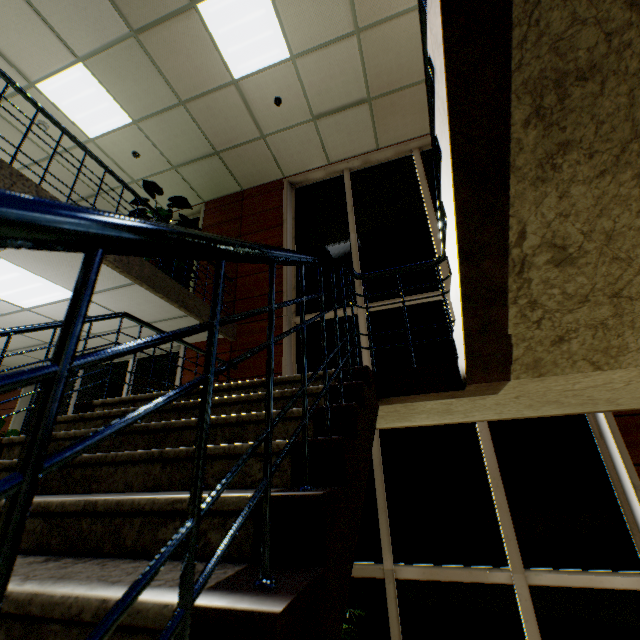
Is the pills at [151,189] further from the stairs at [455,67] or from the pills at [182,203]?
the stairs at [455,67]

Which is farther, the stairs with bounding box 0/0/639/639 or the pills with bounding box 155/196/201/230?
Answer: the pills with bounding box 155/196/201/230

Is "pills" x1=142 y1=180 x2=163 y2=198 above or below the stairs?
above

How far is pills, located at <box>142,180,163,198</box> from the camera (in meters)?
6.00

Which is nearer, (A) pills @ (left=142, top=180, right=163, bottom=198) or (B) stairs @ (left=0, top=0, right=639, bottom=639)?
(B) stairs @ (left=0, top=0, right=639, bottom=639)

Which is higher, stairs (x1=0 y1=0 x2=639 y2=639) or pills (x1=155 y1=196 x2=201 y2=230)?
pills (x1=155 y1=196 x2=201 y2=230)

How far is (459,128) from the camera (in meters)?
1.29

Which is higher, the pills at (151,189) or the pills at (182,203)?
the pills at (151,189)
